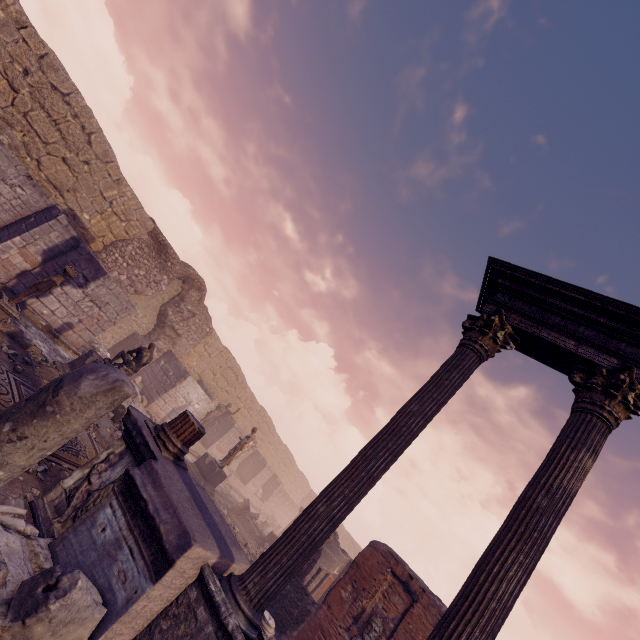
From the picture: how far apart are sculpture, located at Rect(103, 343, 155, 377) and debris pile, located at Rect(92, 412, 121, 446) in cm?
36

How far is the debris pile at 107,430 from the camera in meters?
7.9 m

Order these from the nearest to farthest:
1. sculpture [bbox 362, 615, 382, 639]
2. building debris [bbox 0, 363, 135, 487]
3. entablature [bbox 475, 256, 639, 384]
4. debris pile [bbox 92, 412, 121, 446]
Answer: building debris [bbox 0, 363, 135, 487] → entablature [bbox 475, 256, 639, 384] → debris pile [bbox 92, 412, 121, 446] → sculpture [bbox 362, 615, 382, 639]

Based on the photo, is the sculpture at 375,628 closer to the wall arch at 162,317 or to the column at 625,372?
the column at 625,372

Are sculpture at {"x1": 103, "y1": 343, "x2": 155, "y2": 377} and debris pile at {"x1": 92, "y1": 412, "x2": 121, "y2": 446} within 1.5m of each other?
yes

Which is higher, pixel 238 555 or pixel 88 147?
pixel 88 147

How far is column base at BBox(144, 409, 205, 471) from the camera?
4.82m

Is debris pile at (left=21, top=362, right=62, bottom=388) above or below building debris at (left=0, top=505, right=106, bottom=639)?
below
